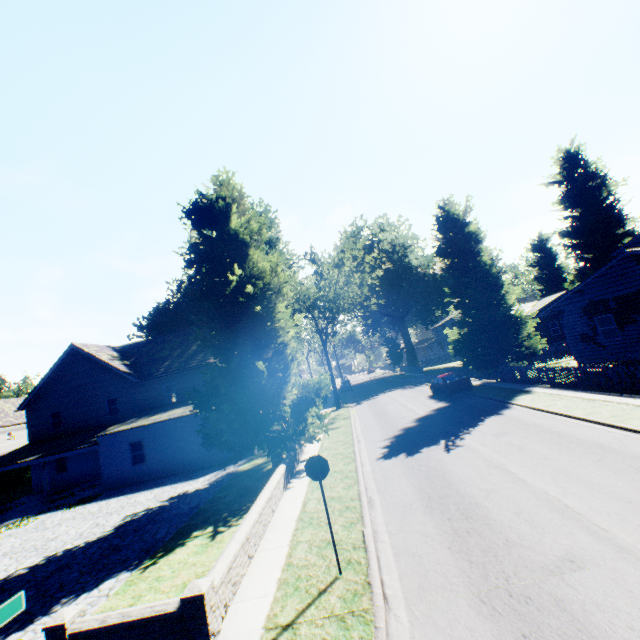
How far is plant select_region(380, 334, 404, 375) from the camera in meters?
55.5 m

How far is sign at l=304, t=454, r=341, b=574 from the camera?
6.5 meters

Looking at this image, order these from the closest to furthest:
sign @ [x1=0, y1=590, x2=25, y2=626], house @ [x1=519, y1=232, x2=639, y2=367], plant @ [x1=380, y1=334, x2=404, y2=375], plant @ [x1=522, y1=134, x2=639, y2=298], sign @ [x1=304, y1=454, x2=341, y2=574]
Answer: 1. sign @ [x1=0, y1=590, x2=25, y2=626]
2. sign @ [x1=304, y1=454, x2=341, y2=574]
3. house @ [x1=519, y1=232, x2=639, y2=367]
4. plant @ [x1=522, y1=134, x2=639, y2=298]
5. plant @ [x1=380, y1=334, x2=404, y2=375]

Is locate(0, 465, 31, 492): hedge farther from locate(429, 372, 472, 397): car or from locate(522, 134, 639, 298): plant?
locate(429, 372, 472, 397): car

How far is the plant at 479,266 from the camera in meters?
14.8

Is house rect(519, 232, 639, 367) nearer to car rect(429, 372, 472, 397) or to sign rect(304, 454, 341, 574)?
car rect(429, 372, 472, 397)

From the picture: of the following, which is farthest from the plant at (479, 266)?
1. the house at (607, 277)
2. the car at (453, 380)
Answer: the car at (453, 380)

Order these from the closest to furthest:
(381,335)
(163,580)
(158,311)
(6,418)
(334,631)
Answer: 1. (334,631)
2. (163,580)
3. (158,311)
4. (6,418)
5. (381,335)
